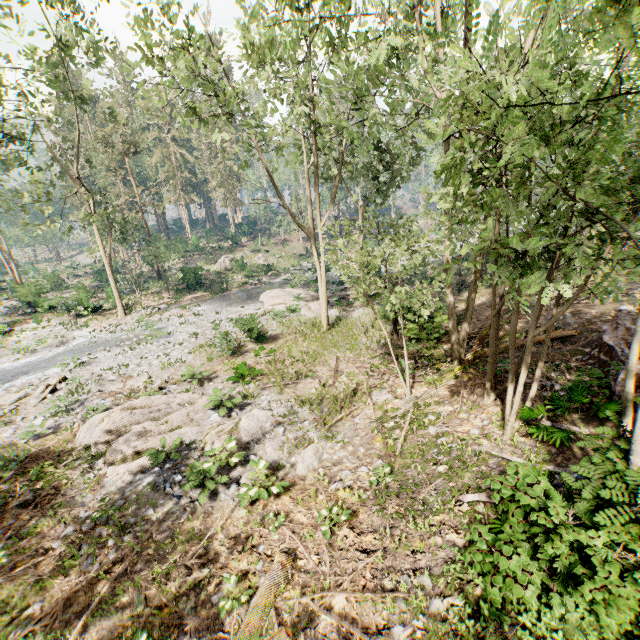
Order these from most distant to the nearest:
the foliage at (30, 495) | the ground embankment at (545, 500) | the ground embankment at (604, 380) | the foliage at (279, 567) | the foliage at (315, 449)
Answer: the foliage at (315, 449) → the foliage at (30, 495) → the ground embankment at (604, 380) → the foliage at (279, 567) → the ground embankment at (545, 500)

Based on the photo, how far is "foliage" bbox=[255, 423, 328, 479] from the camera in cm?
952

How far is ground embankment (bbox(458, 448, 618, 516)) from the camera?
4.5m

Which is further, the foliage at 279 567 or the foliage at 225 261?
the foliage at 225 261

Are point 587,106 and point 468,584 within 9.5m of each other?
yes

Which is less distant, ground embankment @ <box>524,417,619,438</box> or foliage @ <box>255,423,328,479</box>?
ground embankment @ <box>524,417,619,438</box>
